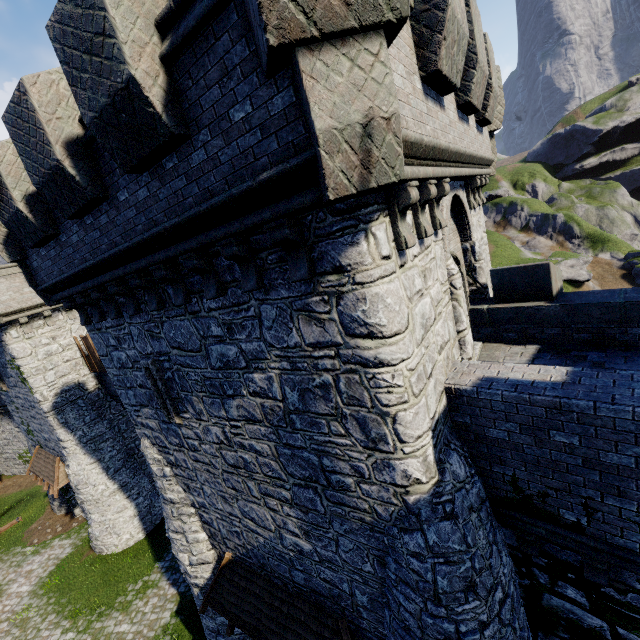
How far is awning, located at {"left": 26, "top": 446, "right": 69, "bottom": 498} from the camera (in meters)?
18.23

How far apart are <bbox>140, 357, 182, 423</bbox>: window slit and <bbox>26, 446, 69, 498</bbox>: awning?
15.5m

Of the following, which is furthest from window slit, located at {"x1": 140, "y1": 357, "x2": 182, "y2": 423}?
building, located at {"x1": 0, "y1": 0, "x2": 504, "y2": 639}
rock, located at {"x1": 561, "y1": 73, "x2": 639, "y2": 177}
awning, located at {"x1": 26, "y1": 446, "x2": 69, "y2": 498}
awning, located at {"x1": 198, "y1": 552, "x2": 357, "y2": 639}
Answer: rock, located at {"x1": 561, "y1": 73, "x2": 639, "y2": 177}

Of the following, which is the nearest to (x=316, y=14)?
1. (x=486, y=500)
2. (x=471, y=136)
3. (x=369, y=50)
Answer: (x=369, y=50)

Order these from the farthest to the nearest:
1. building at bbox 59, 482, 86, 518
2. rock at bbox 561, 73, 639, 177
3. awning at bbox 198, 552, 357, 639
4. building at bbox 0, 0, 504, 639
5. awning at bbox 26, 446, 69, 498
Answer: rock at bbox 561, 73, 639, 177 < building at bbox 59, 482, 86, 518 < awning at bbox 26, 446, 69, 498 < awning at bbox 198, 552, 357, 639 < building at bbox 0, 0, 504, 639

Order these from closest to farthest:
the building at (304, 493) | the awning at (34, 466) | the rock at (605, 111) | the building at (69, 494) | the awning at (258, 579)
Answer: the building at (304, 493) → the awning at (258, 579) → the awning at (34, 466) → the building at (69, 494) → the rock at (605, 111)

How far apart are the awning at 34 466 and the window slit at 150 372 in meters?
15.5 m

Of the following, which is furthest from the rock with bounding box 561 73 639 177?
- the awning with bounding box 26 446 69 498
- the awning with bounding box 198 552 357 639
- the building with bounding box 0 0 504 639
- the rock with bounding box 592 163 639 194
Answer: the awning with bounding box 26 446 69 498
